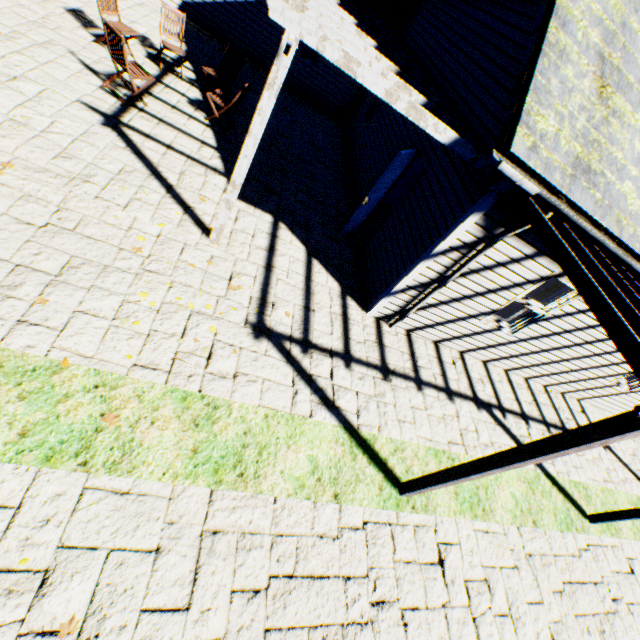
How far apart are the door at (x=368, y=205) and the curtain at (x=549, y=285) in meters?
3.1 m

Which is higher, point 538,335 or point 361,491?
point 538,335

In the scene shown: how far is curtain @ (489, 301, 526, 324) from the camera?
6.7m

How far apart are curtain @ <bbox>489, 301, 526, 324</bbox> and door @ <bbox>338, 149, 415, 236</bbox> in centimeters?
312cm

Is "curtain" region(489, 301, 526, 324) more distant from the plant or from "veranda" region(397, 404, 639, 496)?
the plant

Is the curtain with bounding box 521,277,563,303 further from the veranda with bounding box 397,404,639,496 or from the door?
the door

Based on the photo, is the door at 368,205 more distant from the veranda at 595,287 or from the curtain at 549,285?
the curtain at 549,285
